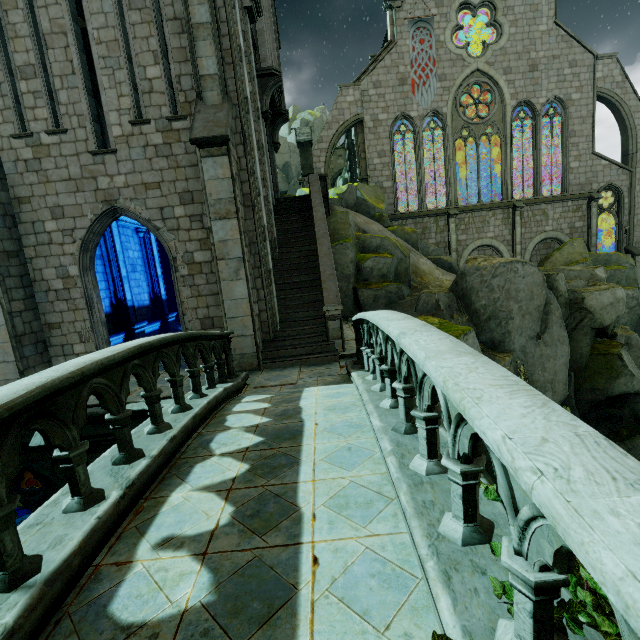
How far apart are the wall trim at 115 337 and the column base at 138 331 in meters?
0.0

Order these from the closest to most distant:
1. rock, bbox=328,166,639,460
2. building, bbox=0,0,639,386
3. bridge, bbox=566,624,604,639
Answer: bridge, bbox=566,624,604,639, building, bbox=0,0,639,386, rock, bbox=328,166,639,460

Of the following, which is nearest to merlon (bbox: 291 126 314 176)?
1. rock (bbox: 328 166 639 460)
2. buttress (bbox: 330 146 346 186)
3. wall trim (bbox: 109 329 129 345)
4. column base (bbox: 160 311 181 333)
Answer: rock (bbox: 328 166 639 460)

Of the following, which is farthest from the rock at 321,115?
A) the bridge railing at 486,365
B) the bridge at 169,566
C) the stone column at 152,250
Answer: the bridge railing at 486,365

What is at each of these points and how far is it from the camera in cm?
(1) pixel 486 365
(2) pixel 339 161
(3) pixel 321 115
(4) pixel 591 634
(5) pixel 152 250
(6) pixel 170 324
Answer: (1) bridge railing, 180
(2) buttress, 3472
(3) rock, 4344
(4) bridge, 153
(5) stone column, 1616
(6) column base, 1673

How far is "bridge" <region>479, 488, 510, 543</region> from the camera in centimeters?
207cm

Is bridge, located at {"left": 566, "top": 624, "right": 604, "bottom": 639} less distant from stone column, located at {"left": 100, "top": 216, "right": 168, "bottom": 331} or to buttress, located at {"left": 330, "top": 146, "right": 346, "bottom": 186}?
stone column, located at {"left": 100, "top": 216, "right": 168, "bottom": 331}

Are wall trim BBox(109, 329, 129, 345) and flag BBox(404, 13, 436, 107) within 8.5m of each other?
no
